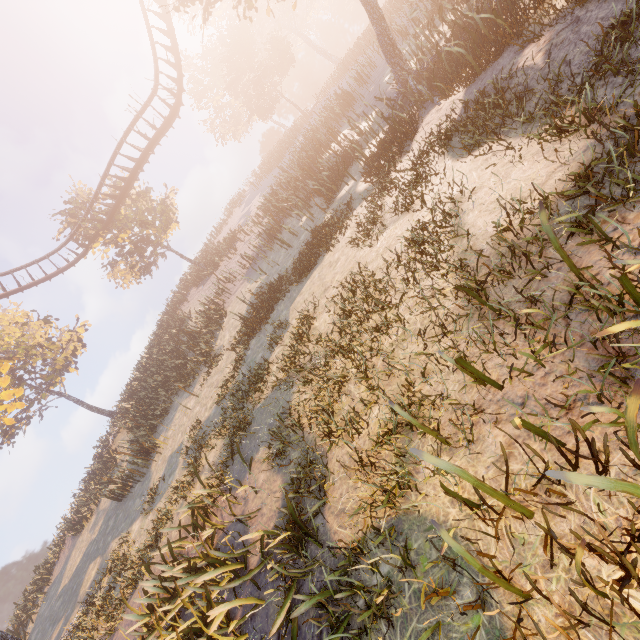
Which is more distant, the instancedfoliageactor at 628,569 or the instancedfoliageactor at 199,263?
the instancedfoliageactor at 199,263

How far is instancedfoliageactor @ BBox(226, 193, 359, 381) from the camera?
11.1 meters

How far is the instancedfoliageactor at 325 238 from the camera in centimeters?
1113cm

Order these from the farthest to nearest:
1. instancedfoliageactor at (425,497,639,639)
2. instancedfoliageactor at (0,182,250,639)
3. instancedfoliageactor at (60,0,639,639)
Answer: instancedfoliageactor at (0,182,250,639) < instancedfoliageactor at (60,0,639,639) < instancedfoliageactor at (425,497,639,639)

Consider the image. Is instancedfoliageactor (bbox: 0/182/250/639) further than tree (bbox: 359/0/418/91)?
Yes

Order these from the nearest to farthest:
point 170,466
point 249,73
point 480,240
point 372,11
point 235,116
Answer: point 480,240
point 372,11
point 170,466
point 249,73
point 235,116

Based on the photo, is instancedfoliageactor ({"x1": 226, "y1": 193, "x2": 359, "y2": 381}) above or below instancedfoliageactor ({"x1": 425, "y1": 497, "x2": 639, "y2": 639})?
above

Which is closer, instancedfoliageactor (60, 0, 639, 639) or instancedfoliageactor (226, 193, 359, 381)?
instancedfoliageactor (60, 0, 639, 639)
